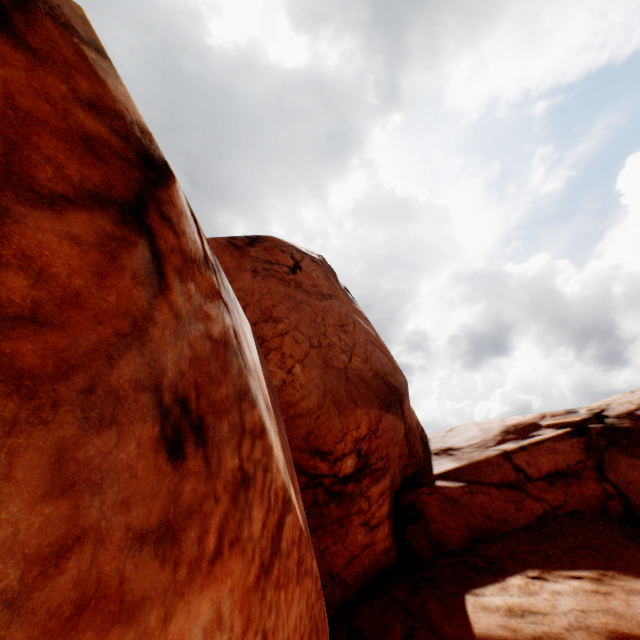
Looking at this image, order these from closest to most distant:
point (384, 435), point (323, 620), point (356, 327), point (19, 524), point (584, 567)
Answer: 1. point (19, 524)
2. point (323, 620)
3. point (584, 567)
4. point (384, 435)
5. point (356, 327)
